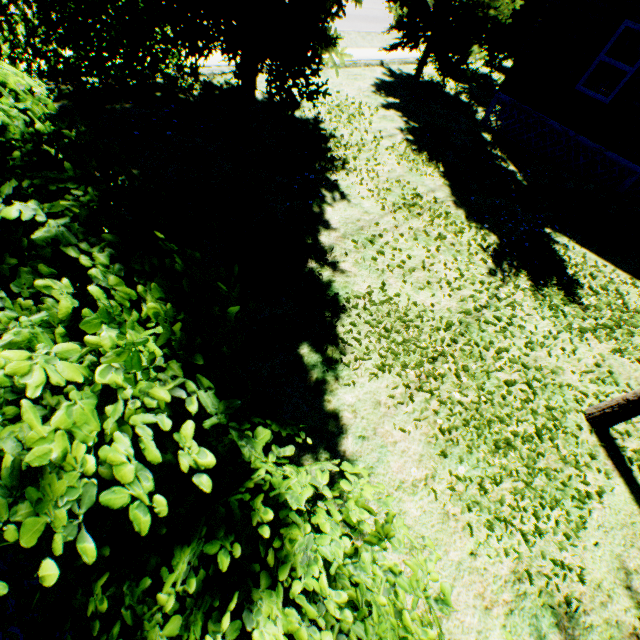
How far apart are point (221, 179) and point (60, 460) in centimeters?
618cm

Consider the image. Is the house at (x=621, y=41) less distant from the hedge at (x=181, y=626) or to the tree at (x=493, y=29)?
the tree at (x=493, y=29)

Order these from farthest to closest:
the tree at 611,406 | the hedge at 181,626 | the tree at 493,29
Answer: the tree at 493,29
the tree at 611,406
the hedge at 181,626

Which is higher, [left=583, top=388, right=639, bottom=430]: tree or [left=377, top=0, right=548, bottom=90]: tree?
[left=377, top=0, right=548, bottom=90]: tree

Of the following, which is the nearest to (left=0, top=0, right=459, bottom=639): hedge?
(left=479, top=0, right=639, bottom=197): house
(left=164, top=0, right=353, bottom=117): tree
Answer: (left=164, top=0, right=353, bottom=117): tree

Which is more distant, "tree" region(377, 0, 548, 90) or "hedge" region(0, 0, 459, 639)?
"tree" region(377, 0, 548, 90)
